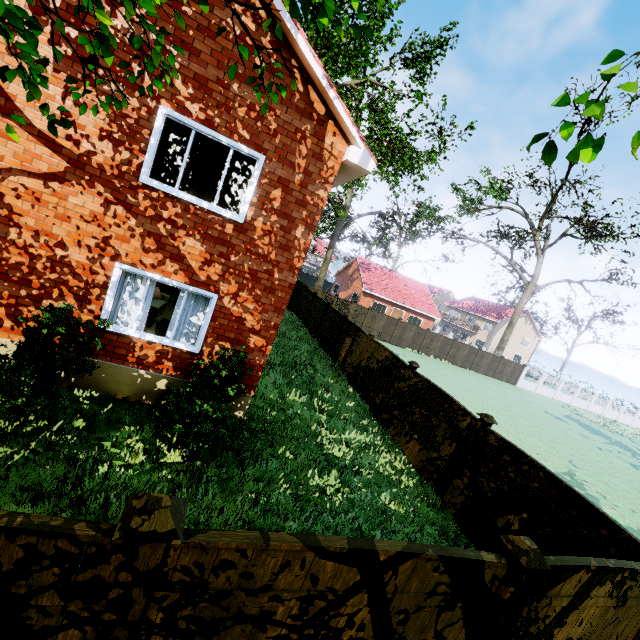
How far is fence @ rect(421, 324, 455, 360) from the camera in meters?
30.5

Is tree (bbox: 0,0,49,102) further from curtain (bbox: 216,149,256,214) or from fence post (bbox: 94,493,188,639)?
curtain (bbox: 216,149,256,214)

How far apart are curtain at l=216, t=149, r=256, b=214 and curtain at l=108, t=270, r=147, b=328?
1.8 meters

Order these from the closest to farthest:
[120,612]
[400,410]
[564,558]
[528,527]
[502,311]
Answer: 1. [120,612]
2. [564,558]
3. [528,527]
4. [400,410]
5. [502,311]

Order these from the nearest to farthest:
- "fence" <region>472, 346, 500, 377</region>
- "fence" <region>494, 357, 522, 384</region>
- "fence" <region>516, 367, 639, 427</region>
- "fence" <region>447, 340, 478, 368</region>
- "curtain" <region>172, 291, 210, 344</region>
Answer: "curtain" <region>172, 291, 210, 344</region> → "fence" <region>447, 340, 478, 368</region> → "fence" <region>472, 346, 500, 377</region> → "fence" <region>494, 357, 522, 384</region> → "fence" <region>516, 367, 639, 427</region>

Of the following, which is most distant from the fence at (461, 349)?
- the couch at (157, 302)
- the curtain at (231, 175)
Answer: the couch at (157, 302)

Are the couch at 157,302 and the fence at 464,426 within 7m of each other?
no

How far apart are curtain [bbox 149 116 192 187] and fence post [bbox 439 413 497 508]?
8.0 meters
